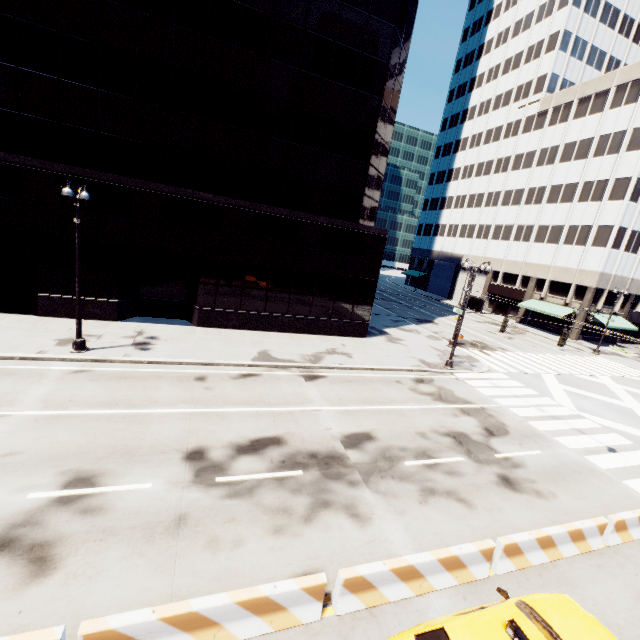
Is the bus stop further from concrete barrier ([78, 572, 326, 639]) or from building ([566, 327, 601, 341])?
concrete barrier ([78, 572, 326, 639])

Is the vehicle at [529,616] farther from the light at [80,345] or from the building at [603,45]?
the building at [603,45]

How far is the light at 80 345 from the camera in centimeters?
1264cm

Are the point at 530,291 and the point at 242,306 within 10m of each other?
no

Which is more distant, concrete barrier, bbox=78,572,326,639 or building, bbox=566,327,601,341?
building, bbox=566,327,601,341

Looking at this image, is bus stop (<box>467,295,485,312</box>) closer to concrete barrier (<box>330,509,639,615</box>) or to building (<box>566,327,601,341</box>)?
building (<box>566,327,601,341</box>)

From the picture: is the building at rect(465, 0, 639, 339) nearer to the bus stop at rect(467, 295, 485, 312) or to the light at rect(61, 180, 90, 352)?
the bus stop at rect(467, 295, 485, 312)

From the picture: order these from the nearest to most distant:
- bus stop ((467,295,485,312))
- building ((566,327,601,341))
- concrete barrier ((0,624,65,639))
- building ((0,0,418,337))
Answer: concrete barrier ((0,624,65,639)) → building ((0,0,418,337)) → building ((566,327,601,341)) → bus stop ((467,295,485,312))
